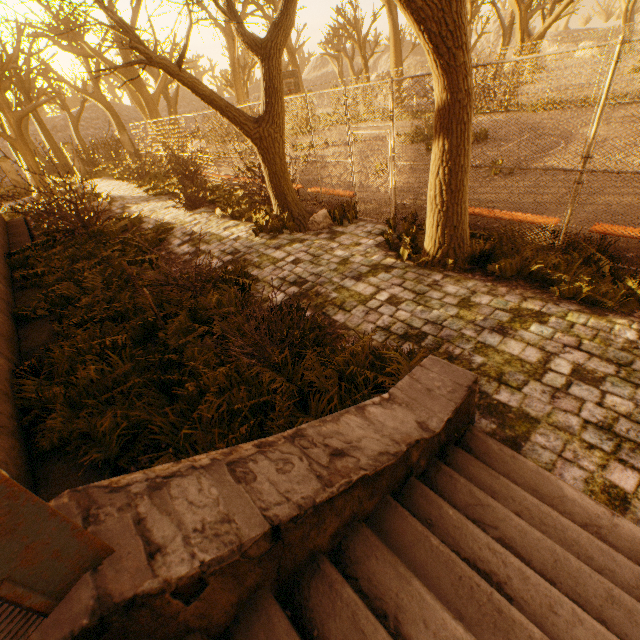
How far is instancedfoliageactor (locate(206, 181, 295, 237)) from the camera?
8.5 meters

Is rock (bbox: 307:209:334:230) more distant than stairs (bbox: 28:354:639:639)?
Yes

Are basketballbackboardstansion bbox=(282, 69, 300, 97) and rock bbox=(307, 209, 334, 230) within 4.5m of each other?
no

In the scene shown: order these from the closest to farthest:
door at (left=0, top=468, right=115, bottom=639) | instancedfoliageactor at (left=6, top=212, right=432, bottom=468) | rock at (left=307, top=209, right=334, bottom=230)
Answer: door at (left=0, top=468, right=115, bottom=639), instancedfoliageactor at (left=6, top=212, right=432, bottom=468), rock at (left=307, top=209, right=334, bottom=230)

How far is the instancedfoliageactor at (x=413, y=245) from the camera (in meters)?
6.17

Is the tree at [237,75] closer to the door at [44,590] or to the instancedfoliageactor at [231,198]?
the instancedfoliageactor at [231,198]

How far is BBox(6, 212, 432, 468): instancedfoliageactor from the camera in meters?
3.7

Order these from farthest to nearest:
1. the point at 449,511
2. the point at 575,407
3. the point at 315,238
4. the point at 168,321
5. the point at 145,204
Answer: the point at 145,204
the point at 315,238
the point at 168,321
the point at 575,407
the point at 449,511
